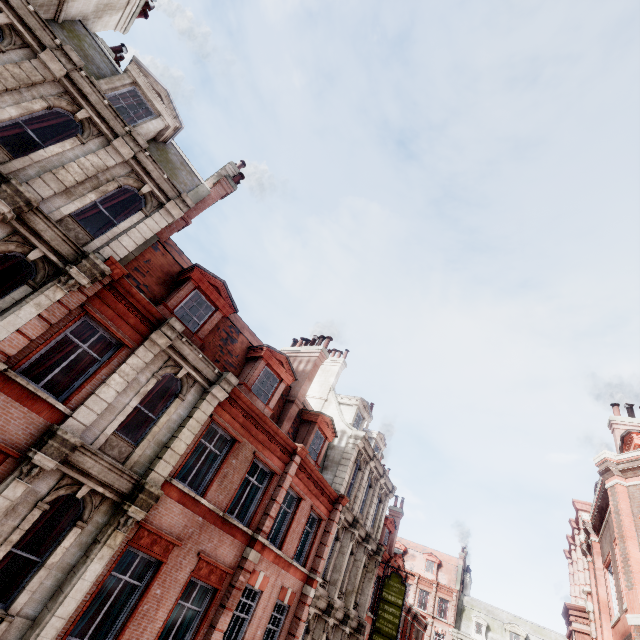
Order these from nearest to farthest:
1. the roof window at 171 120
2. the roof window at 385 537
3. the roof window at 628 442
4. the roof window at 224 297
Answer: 1. the roof window at 171 120
2. the roof window at 224 297
3. the roof window at 628 442
4. the roof window at 385 537

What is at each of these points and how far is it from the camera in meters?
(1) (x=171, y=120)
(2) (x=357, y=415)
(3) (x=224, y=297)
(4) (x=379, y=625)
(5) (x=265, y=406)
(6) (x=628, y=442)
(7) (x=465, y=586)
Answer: (1) roof window, 12.6 m
(2) roof window, 23.3 m
(3) roof window, 13.3 m
(4) sign, 19.1 m
(5) roof window, 14.3 m
(6) roof window, 13.1 m
(7) chimney, 45.0 m

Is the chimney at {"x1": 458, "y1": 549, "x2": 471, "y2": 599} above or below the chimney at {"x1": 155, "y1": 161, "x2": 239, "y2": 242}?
below

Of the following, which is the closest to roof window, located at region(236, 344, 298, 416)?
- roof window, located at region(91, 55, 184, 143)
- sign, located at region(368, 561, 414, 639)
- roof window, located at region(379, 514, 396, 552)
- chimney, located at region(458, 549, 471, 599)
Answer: roof window, located at region(91, 55, 184, 143)

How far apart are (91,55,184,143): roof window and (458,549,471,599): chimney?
60.9 meters

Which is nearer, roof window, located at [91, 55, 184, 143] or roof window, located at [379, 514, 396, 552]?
roof window, located at [91, 55, 184, 143]

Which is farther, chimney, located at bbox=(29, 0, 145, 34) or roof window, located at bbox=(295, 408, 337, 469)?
roof window, located at bbox=(295, 408, 337, 469)

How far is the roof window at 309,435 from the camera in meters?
16.8
